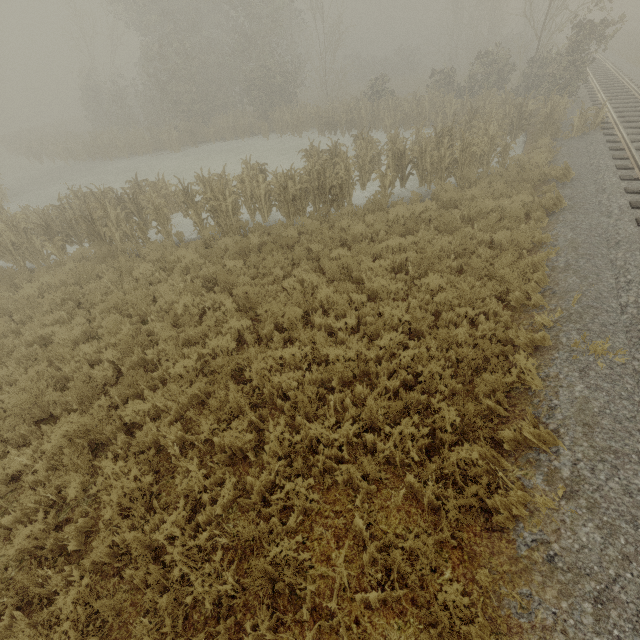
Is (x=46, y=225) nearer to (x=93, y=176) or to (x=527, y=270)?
(x=93, y=176)
